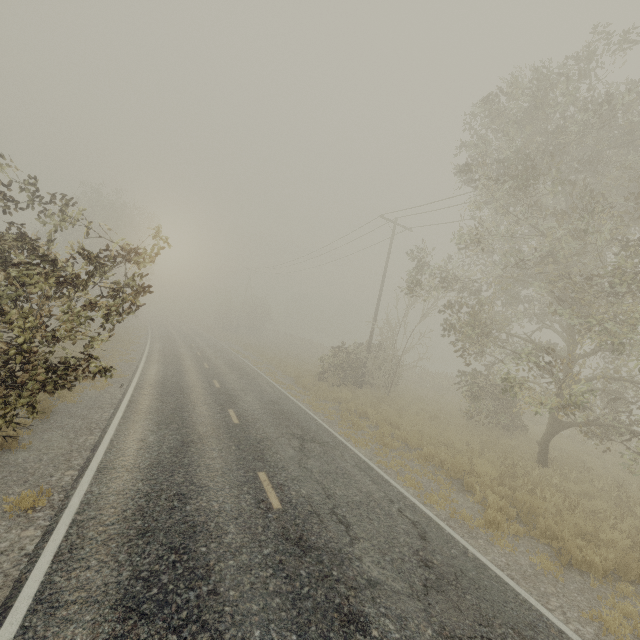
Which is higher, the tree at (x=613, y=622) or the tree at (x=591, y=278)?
the tree at (x=591, y=278)

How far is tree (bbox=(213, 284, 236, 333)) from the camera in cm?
5406

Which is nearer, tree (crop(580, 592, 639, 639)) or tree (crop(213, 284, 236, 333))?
tree (crop(580, 592, 639, 639))

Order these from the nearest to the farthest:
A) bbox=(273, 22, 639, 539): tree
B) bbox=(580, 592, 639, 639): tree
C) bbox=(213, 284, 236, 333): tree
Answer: bbox=(580, 592, 639, 639): tree < bbox=(273, 22, 639, 539): tree < bbox=(213, 284, 236, 333): tree

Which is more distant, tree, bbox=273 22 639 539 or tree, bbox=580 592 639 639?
tree, bbox=273 22 639 539

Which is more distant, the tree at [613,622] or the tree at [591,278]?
the tree at [591,278]

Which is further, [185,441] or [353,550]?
[185,441]
